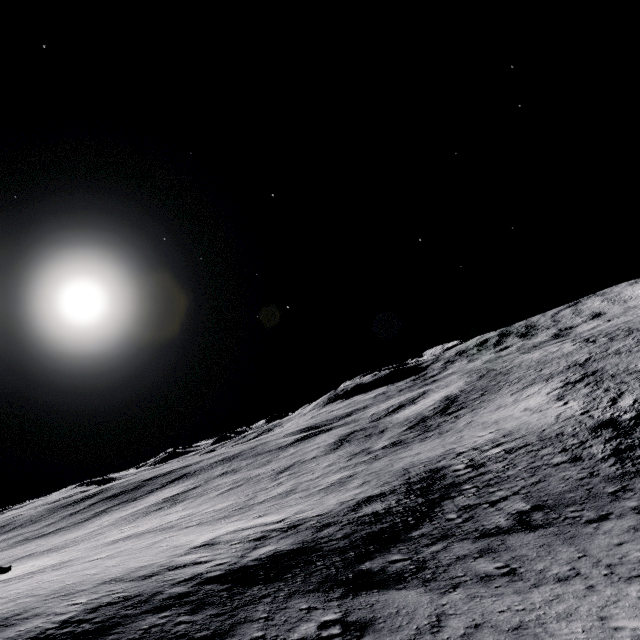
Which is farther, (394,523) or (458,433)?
(458,433)
